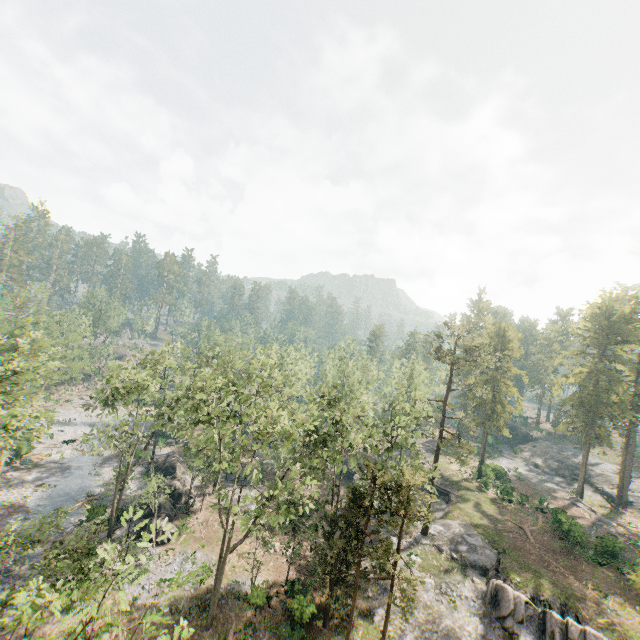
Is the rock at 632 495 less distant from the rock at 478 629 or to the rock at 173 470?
the rock at 478 629

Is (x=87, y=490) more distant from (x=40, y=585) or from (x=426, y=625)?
(x=426, y=625)

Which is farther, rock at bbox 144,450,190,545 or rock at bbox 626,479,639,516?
rock at bbox 626,479,639,516

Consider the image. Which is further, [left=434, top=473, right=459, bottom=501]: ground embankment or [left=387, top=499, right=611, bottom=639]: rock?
[left=434, top=473, right=459, bottom=501]: ground embankment

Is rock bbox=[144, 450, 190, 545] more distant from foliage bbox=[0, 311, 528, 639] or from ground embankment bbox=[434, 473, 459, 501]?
ground embankment bbox=[434, 473, 459, 501]

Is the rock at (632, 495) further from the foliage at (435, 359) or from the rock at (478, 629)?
the rock at (478, 629)

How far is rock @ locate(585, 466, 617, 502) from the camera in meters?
49.7

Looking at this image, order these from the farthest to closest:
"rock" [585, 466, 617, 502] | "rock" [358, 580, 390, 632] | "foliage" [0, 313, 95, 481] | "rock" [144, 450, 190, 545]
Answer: "rock" [585, 466, 617, 502] → "rock" [144, 450, 190, 545] → "rock" [358, 580, 390, 632] → "foliage" [0, 313, 95, 481]
